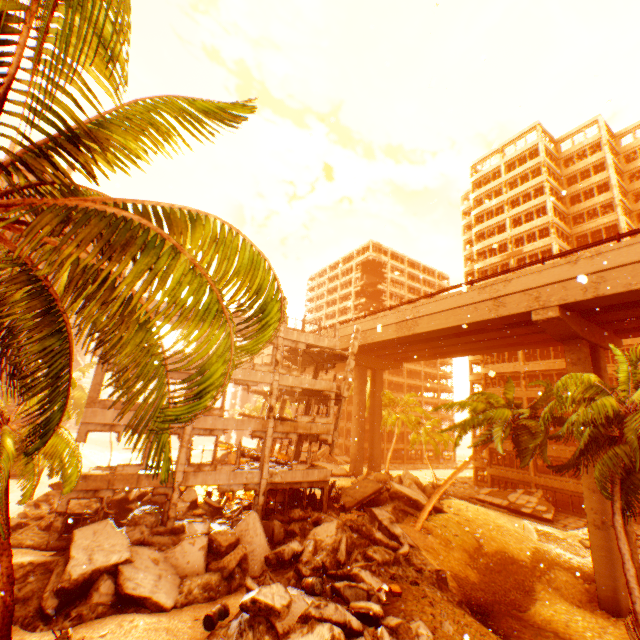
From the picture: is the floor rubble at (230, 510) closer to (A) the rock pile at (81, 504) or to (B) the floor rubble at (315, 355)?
(A) the rock pile at (81, 504)

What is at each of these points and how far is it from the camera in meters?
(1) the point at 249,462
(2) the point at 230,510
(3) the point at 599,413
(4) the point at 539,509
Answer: (1) floor rubble, 22.8
(2) floor rubble, 22.0
(3) rubble, 12.7
(4) floor rubble, 30.6

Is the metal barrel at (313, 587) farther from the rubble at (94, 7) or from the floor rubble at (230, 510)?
the floor rubble at (230, 510)

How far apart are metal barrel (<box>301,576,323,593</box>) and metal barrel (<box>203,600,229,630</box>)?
2.9m

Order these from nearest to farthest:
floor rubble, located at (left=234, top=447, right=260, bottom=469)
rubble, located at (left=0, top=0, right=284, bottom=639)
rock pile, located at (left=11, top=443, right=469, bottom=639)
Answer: rubble, located at (left=0, top=0, right=284, bottom=639), rock pile, located at (left=11, top=443, right=469, bottom=639), floor rubble, located at (left=234, top=447, right=260, bottom=469)

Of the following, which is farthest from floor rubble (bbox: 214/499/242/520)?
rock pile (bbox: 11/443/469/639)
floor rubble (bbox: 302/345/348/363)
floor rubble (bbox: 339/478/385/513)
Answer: floor rubble (bbox: 302/345/348/363)

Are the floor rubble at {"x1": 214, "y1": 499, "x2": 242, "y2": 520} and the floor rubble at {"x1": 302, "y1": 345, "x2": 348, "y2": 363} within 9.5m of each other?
no

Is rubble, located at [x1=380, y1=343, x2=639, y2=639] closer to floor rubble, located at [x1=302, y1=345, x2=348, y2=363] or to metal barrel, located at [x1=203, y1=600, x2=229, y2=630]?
metal barrel, located at [x1=203, y1=600, x2=229, y2=630]
